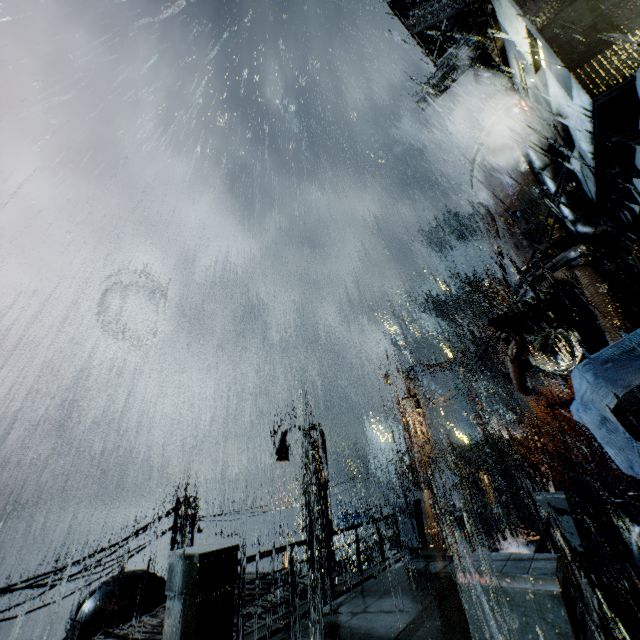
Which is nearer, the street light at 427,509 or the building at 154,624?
the building at 154,624

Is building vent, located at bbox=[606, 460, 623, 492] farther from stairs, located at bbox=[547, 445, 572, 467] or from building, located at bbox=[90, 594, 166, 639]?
building, located at bbox=[90, 594, 166, 639]

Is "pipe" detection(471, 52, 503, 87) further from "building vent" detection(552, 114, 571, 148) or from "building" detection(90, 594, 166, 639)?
"building vent" detection(552, 114, 571, 148)

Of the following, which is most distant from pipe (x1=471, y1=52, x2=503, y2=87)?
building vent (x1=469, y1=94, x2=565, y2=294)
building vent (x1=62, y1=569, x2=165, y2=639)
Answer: building vent (x1=62, y1=569, x2=165, y2=639)

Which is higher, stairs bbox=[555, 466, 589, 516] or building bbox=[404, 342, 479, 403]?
building bbox=[404, 342, 479, 403]

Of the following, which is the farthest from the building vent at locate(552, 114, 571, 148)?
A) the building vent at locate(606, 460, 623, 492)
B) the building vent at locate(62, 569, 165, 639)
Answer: the building vent at locate(606, 460, 623, 492)

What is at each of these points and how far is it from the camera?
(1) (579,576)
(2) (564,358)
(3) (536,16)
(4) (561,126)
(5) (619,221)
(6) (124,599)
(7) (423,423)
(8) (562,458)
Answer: (1) bridge, 7.3 meters
(2) pipe, 13.1 meters
(3) building, 7.5 meters
(4) building vent, 8.4 meters
(5) building vent, 8.2 meters
(6) building vent, 14.3 meters
(7) building, 19.6 meters
(8) stairs, 42.5 meters

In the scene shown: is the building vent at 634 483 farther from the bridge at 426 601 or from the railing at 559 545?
the railing at 559 545
